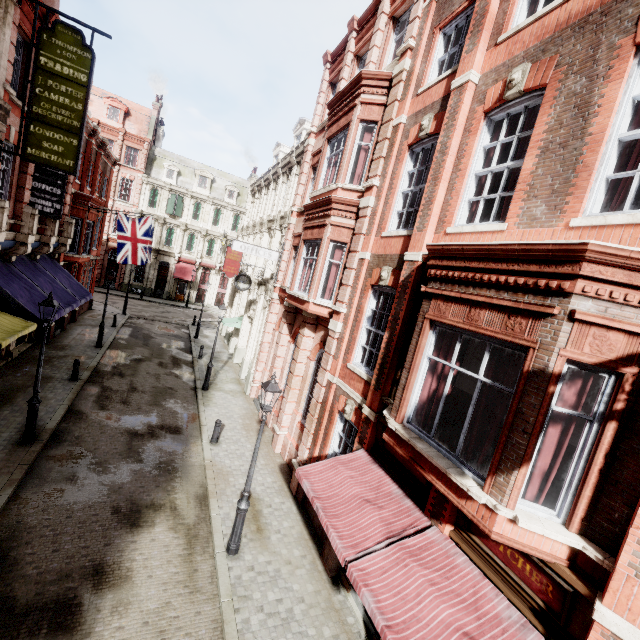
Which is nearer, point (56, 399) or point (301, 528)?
point (301, 528)

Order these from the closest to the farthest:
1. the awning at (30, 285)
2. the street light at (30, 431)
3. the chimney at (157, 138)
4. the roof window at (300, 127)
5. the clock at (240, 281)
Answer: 1. the street light at (30, 431)
2. the awning at (30, 285)
3. the clock at (240, 281)
4. the roof window at (300, 127)
5. the chimney at (157, 138)

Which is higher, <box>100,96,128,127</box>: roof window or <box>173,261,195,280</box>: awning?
<box>100,96,128,127</box>: roof window

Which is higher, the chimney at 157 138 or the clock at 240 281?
the chimney at 157 138

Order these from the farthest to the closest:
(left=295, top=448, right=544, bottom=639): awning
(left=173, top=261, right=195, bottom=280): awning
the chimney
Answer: (left=173, top=261, right=195, bottom=280): awning
the chimney
(left=295, top=448, right=544, bottom=639): awning

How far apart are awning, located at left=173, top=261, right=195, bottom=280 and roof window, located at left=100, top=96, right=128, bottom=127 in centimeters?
1561cm

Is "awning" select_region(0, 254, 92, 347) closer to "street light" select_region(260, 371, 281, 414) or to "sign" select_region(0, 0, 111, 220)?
"sign" select_region(0, 0, 111, 220)

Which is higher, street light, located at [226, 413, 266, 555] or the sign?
the sign
